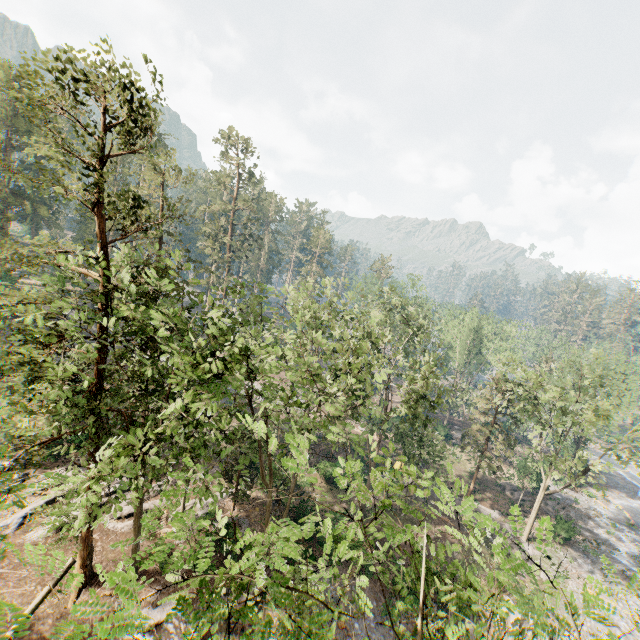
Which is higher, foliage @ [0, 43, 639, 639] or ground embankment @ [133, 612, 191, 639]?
foliage @ [0, 43, 639, 639]

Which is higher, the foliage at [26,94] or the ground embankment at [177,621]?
the foliage at [26,94]

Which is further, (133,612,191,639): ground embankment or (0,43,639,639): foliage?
(133,612,191,639): ground embankment

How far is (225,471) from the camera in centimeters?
2428cm

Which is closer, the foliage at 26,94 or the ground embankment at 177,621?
the foliage at 26,94
